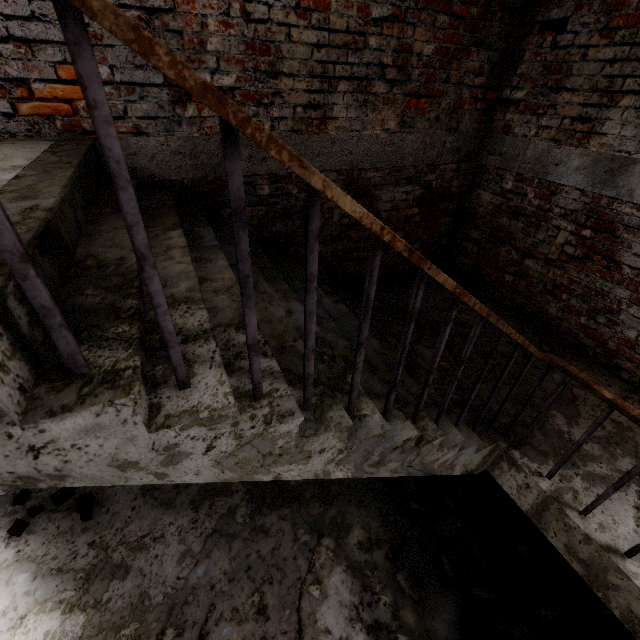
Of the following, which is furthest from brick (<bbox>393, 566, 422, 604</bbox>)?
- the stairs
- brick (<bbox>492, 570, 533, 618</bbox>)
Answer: the stairs

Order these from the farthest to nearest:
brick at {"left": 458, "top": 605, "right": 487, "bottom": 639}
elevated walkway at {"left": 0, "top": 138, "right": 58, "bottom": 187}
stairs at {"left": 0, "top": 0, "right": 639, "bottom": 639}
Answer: brick at {"left": 458, "top": 605, "right": 487, "bottom": 639}, elevated walkway at {"left": 0, "top": 138, "right": 58, "bottom": 187}, stairs at {"left": 0, "top": 0, "right": 639, "bottom": 639}

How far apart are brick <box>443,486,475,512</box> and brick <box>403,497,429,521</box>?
0.11m

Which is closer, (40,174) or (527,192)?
(40,174)

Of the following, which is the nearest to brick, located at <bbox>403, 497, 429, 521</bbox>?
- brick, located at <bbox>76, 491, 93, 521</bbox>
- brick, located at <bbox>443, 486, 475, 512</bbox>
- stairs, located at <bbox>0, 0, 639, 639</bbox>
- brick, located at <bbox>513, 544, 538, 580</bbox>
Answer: brick, located at <bbox>443, 486, 475, 512</bbox>

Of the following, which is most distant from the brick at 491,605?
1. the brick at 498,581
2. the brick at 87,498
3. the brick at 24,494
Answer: the brick at 24,494

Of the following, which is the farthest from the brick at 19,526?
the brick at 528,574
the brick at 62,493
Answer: the brick at 528,574

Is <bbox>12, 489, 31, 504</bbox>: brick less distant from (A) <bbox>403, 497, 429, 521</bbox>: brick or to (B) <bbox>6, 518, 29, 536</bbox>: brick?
(B) <bbox>6, 518, 29, 536</bbox>: brick
